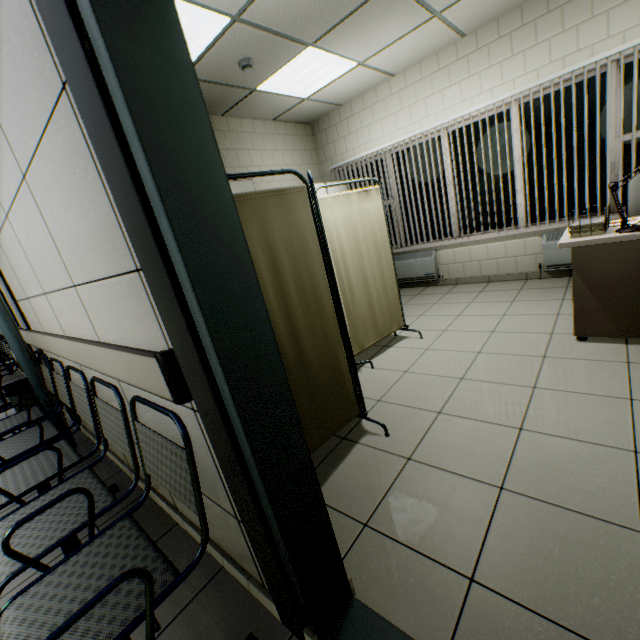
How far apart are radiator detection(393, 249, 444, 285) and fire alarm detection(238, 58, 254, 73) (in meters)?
3.56

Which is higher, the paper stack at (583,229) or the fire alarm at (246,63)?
the fire alarm at (246,63)

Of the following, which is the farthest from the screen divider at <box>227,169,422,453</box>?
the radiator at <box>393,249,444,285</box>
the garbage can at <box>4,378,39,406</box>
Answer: the garbage can at <box>4,378,39,406</box>

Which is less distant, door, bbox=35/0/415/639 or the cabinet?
door, bbox=35/0/415/639

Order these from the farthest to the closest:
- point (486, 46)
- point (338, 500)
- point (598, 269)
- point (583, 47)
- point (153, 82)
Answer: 1. point (486, 46)
2. point (583, 47)
3. point (598, 269)
4. point (338, 500)
5. point (153, 82)

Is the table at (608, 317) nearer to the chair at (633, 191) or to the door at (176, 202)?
the chair at (633, 191)

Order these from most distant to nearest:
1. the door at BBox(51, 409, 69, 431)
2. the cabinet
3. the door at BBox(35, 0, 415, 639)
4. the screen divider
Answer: the cabinet, the door at BBox(51, 409, 69, 431), the screen divider, the door at BBox(35, 0, 415, 639)

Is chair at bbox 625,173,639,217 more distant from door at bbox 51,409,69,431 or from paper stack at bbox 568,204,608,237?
door at bbox 51,409,69,431
